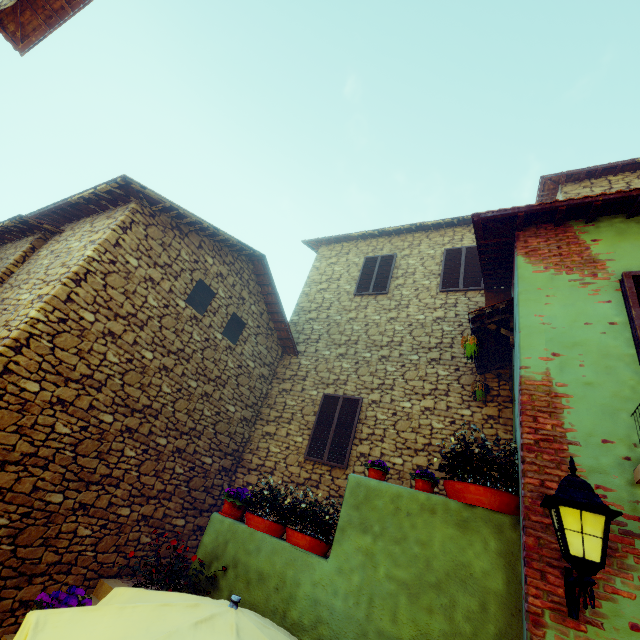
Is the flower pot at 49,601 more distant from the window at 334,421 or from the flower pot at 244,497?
the window at 334,421

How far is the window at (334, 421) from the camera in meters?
7.3 m

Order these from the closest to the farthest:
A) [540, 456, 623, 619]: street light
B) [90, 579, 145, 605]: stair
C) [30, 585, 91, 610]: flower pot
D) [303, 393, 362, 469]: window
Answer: [540, 456, 623, 619]: street light < [30, 585, 91, 610]: flower pot < [90, 579, 145, 605]: stair < [303, 393, 362, 469]: window

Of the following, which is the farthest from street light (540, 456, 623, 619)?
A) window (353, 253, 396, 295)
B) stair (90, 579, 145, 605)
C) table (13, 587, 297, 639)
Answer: window (353, 253, 396, 295)

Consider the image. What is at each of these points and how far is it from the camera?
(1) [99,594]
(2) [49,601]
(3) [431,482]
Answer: (1) stair, 5.2 meters
(2) flower pot, 2.9 meters
(3) flower pot, 4.0 meters

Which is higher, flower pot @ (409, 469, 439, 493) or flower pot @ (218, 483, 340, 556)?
flower pot @ (409, 469, 439, 493)

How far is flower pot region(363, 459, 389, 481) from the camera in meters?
4.2

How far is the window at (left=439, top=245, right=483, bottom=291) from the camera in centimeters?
854cm
